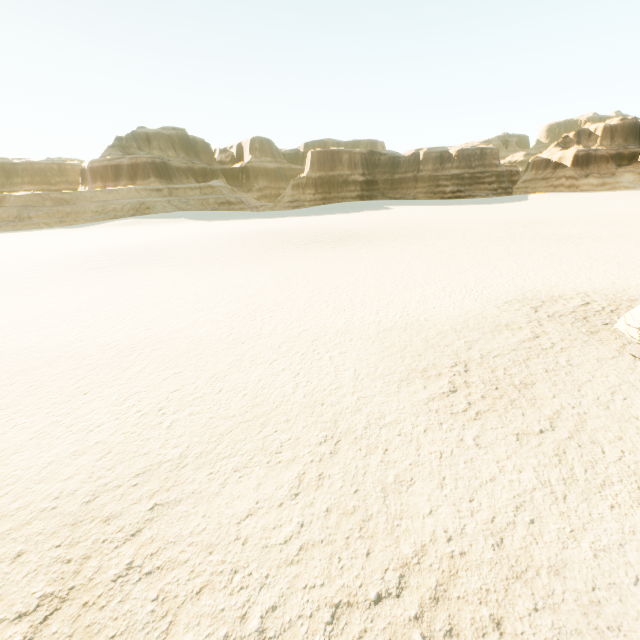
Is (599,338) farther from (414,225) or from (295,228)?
(295,228)
